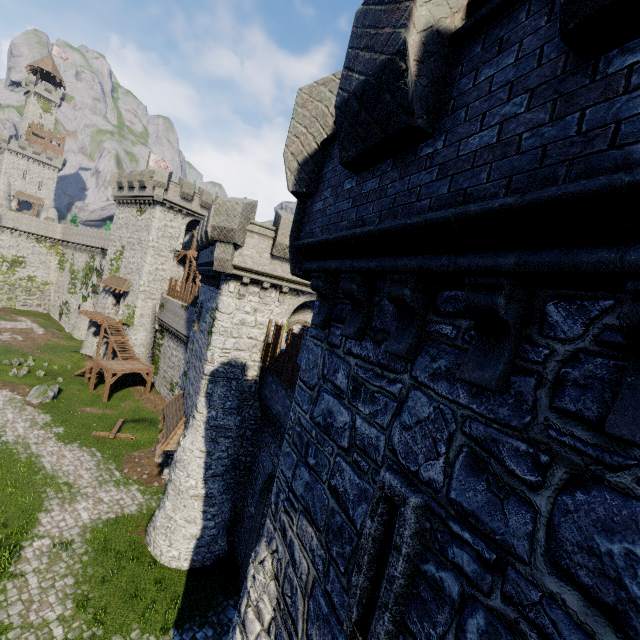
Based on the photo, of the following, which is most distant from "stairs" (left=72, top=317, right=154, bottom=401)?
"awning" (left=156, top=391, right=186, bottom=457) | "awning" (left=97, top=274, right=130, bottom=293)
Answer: "awning" (left=156, top=391, right=186, bottom=457)

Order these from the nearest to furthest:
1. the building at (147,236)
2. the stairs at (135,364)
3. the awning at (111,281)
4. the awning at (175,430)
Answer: the building at (147,236) → the awning at (175,430) → the stairs at (135,364) → the awning at (111,281)

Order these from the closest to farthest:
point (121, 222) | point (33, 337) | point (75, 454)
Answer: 1. point (75, 454)
2. point (121, 222)
3. point (33, 337)

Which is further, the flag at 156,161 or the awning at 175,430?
the flag at 156,161

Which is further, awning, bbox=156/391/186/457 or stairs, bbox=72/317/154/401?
stairs, bbox=72/317/154/401

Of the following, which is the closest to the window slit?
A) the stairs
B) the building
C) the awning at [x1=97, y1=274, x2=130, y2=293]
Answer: the building

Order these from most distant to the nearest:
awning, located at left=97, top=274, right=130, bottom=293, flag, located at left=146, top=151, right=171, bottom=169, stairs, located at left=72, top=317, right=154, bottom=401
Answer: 1. flag, located at left=146, top=151, right=171, bottom=169
2. awning, located at left=97, top=274, right=130, bottom=293
3. stairs, located at left=72, top=317, right=154, bottom=401

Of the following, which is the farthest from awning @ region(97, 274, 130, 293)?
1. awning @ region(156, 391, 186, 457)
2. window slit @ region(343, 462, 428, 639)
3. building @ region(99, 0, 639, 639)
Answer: window slit @ region(343, 462, 428, 639)
